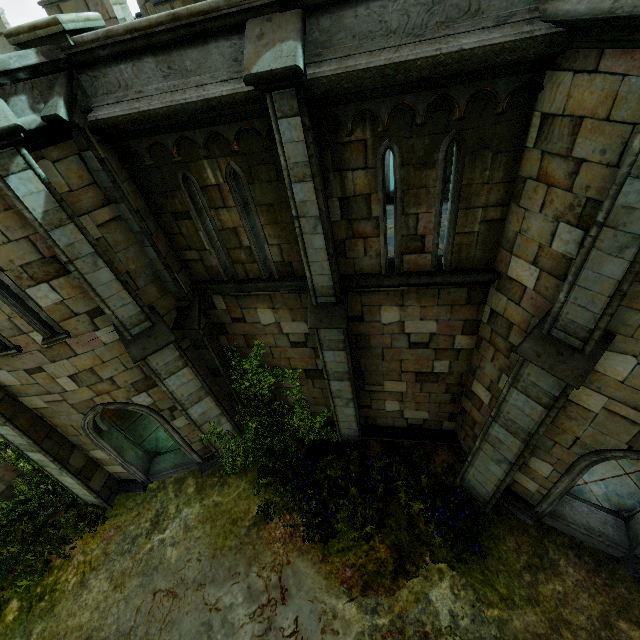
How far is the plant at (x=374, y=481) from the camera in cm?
845

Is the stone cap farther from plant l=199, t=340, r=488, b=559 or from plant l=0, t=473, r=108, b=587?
plant l=0, t=473, r=108, b=587

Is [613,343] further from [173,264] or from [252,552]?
[252,552]

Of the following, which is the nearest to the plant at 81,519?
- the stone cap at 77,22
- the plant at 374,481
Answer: the plant at 374,481

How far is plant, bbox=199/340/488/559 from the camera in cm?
845

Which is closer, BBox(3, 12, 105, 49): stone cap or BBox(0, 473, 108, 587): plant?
BBox(3, 12, 105, 49): stone cap

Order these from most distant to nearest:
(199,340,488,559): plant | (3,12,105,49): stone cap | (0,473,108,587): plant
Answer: (0,473,108,587): plant
(199,340,488,559): plant
(3,12,105,49): stone cap
